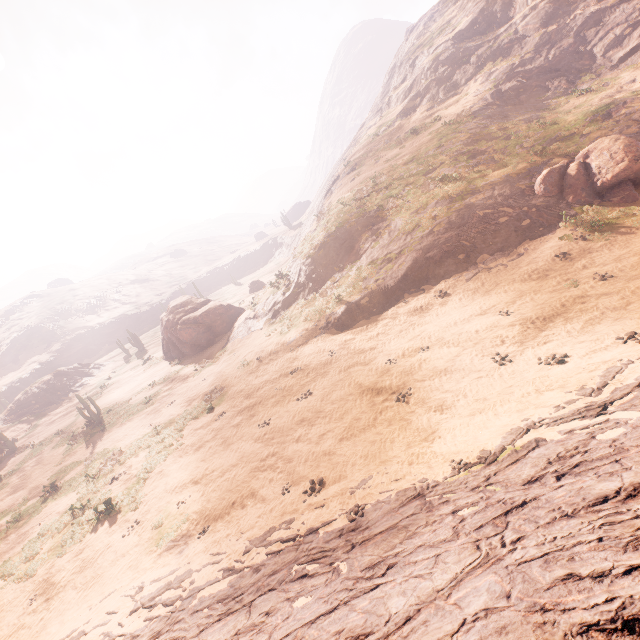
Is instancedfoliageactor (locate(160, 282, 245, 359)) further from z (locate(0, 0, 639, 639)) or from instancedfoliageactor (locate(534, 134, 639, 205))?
instancedfoliageactor (locate(534, 134, 639, 205))

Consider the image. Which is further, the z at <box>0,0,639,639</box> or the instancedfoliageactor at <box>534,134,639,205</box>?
the instancedfoliageactor at <box>534,134,639,205</box>

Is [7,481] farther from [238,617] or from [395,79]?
[395,79]

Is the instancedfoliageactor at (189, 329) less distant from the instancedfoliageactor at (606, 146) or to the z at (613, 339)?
the z at (613, 339)

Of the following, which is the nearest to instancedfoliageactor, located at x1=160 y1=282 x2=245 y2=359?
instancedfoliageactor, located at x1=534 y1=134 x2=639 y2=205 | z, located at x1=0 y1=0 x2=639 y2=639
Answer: z, located at x1=0 y1=0 x2=639 y2=639

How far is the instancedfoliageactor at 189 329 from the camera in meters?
29.6 m

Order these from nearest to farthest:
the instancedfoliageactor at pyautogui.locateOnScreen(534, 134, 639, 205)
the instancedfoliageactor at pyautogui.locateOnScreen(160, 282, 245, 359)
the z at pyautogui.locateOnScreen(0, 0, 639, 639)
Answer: the z at pyautogui.locateOnScreen(0, 0, 639, 639), the instancedfoliageactor at pyautogui.locateOnScreen(534, 134, 639, 205), the instancedfoliageactor at pyautogui.locateOnScreen(160, 282, 245, 359)
